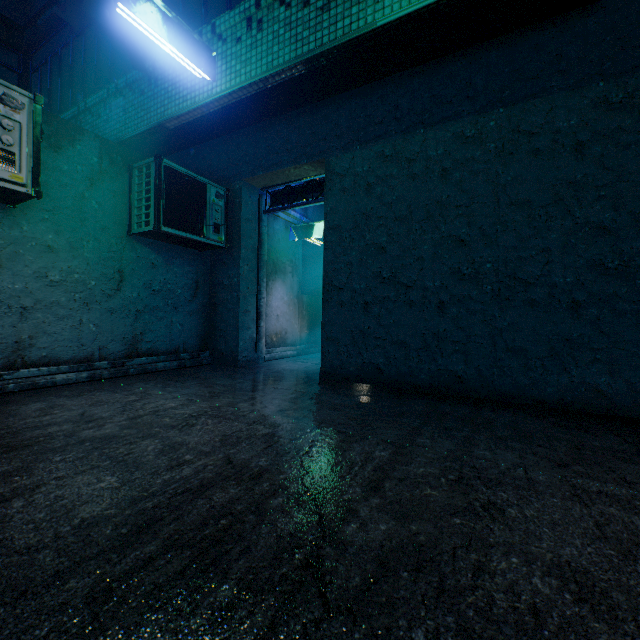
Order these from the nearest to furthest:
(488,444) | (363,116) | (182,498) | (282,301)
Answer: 1. (182,498)
2. (488,444)
3. (363,116)
4. (282,301)

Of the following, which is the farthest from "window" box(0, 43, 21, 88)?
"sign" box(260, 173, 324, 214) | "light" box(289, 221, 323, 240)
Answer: "light" box(289, 221, 323, 240)

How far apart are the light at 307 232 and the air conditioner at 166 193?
1.7 meters

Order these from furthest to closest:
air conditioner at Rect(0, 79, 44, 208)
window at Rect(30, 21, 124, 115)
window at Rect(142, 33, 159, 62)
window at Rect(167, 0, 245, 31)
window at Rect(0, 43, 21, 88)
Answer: window at Rect(0, 43, 21, 88)
window at Rect(30, 21, 124, 115)
window at Rect(142, 33, 159, 62)
window at Rect(167, 0, 245, 31)
air conditioner at Rect(0, 79, 44, 208)

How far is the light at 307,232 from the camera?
6.3m

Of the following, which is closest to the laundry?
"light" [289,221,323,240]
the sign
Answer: the sign

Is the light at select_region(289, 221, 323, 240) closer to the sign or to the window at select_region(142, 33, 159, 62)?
the sign

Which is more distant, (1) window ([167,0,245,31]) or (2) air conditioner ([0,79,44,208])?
(1) window ([167,0,245,31])
